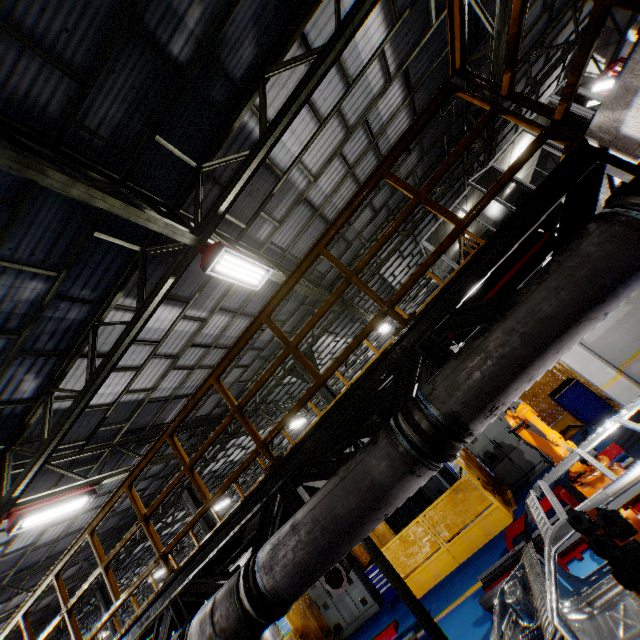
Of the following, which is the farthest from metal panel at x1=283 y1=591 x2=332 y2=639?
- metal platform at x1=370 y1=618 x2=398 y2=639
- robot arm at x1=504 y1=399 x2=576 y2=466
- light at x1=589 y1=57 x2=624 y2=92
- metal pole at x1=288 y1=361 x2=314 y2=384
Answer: light at x1=589 y1=57 x2=624 y2=92

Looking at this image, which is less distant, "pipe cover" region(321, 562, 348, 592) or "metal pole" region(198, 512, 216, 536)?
"pipe cover" region(321, 562, 348, 592)

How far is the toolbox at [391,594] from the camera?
10.1 meters

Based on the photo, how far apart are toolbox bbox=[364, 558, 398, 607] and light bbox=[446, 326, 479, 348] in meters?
9.5 m

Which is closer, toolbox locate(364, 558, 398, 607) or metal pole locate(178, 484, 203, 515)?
toolbox locate(364, 558, 398, 607)

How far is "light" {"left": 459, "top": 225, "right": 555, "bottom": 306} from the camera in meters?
3.6 m

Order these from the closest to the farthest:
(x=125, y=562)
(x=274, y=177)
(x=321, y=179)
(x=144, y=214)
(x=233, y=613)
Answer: (x=233, y=613), (x=144, y=214), (x=274, y=177), (x=321, y=179), (x=125, y=562)

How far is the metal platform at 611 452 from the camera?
6.29m
